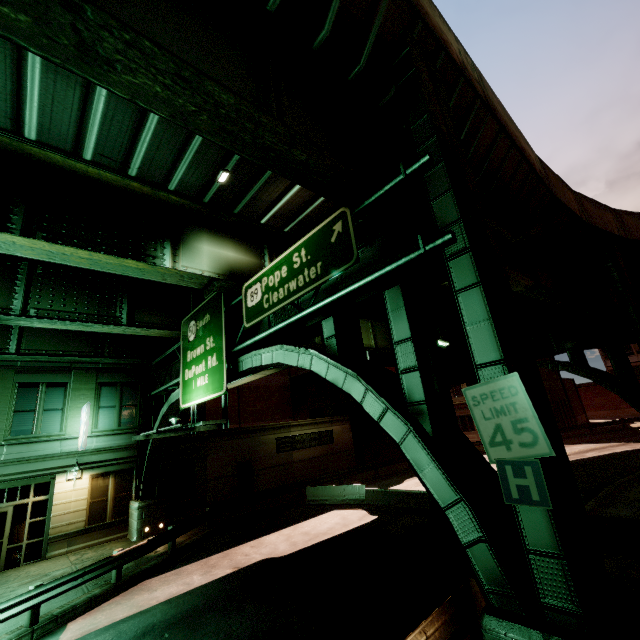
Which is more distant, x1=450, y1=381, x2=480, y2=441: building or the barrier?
x1=450, y1=381, x2=480, y2=441: building

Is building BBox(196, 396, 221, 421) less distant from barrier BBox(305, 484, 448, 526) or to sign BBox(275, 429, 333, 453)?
sign BBox(275, 429, 333, 453)

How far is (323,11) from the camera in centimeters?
605cm

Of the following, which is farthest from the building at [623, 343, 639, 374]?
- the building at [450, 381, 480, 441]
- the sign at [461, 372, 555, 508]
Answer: the sign at [461, 372, 555, 508]

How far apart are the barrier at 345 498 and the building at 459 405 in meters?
26.8 m

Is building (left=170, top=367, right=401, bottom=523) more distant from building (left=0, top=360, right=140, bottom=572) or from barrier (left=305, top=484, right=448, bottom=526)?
barrier (left=305, top=484, right=448, bottom=526)

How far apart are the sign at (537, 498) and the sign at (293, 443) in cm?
2206

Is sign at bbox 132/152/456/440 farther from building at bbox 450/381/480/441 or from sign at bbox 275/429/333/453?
building at bbox 450/381/480/441
